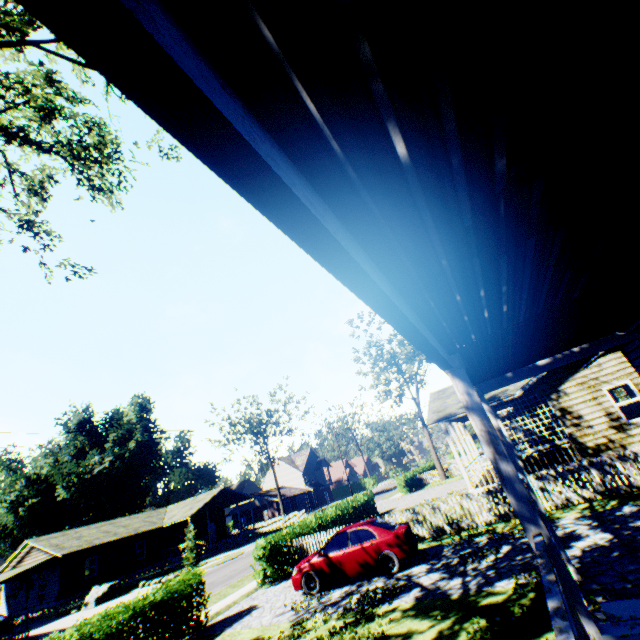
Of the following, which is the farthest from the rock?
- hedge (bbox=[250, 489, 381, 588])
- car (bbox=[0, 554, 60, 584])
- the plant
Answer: the plant

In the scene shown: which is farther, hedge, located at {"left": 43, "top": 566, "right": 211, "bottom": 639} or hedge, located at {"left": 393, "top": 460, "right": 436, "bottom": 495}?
hedge, located at {"left": 393, "top": 460, "right": 436, "bottom": 495}

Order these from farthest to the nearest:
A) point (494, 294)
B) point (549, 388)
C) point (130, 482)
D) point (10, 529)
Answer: point (10, 529) → point (130, 482) → point (549, 388) → point (494, 294)

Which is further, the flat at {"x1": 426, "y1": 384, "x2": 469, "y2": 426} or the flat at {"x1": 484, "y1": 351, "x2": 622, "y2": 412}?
the flat at {"x1": 426, "y1": 384, "x2": 469, "y2": 426}

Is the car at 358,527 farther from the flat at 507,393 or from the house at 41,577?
the house at 41,577

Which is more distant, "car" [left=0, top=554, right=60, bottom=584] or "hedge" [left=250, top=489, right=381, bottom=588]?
"car" [left=0, top=554, right=60, bottom=584]

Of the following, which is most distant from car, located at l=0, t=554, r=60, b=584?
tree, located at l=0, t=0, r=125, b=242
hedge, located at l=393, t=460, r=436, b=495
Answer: hedge, located at l=393, t=460, r=436, b=495

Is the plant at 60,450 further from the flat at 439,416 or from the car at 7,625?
the flat at 439,416
